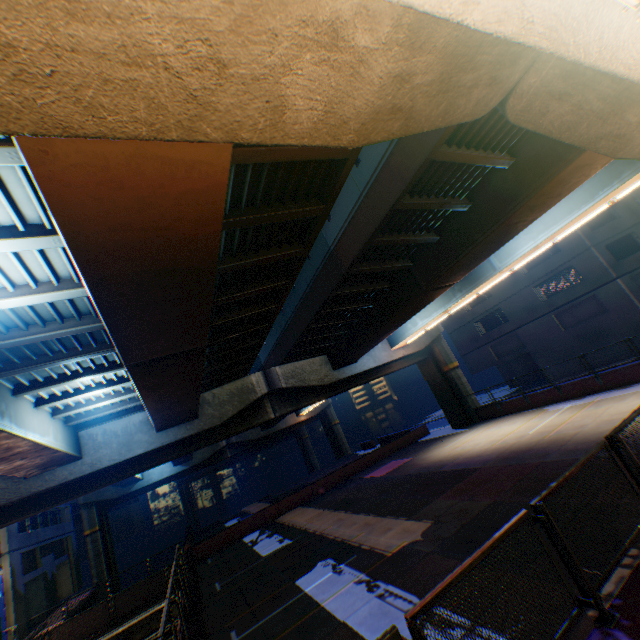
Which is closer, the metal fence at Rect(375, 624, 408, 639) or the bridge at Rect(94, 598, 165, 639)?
the metal fence at Rect(375, 624, 408, 639)

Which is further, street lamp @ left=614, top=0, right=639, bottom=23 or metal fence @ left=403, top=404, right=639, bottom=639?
metal fence @ left=403, top=404, right=639, bottom=639

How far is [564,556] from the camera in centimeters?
408cm

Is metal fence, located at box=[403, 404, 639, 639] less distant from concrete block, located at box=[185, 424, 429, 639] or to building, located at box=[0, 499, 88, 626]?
concrete block, located at box=[185, 424, 429, 639]

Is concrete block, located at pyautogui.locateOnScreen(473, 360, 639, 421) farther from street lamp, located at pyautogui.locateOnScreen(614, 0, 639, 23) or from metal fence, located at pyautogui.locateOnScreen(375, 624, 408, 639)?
street lamp, located at pyautogui.locateOnScreen(614, 0, 639, 23)

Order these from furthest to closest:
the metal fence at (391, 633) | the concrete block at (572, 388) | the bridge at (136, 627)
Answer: the concrete block at (572, 388), the bridge at (136, 627), the metal fence at (391, 633)

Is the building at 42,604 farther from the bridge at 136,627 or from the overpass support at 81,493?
the bridge at 136,627
